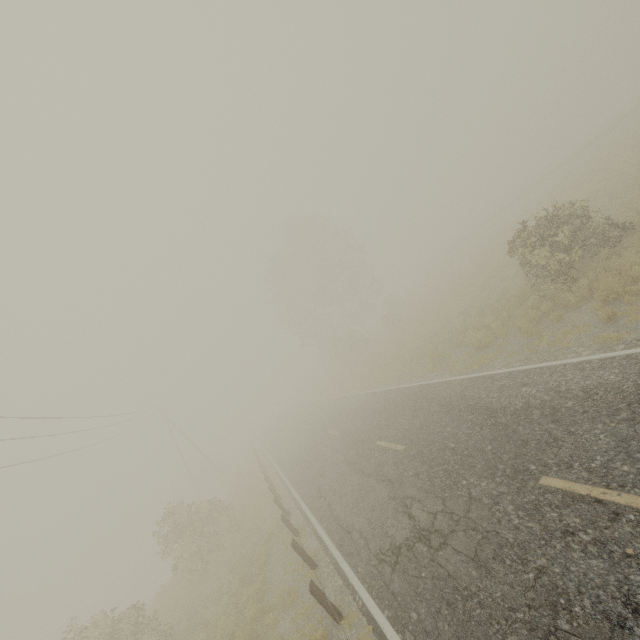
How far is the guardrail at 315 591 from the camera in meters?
6.9

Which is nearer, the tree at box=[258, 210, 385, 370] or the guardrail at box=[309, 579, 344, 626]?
the guardrail at box=[309, 579, 344, 626]

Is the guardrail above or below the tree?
below

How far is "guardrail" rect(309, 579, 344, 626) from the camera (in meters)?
6.94

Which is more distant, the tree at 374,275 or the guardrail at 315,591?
the tree at 374,275

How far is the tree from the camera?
36.8 meters

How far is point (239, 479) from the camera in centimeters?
2892cm
